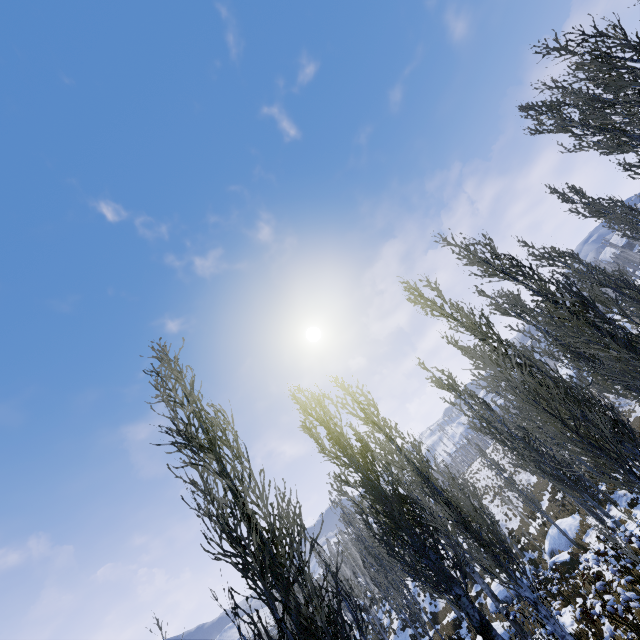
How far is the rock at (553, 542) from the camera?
16.19m

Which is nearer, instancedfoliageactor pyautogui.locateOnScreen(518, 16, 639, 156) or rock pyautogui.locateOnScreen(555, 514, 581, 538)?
instancedfoliageactor pyautogui.locateOnScreen(518, 16, 639, 156)

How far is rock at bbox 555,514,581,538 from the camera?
19.14m

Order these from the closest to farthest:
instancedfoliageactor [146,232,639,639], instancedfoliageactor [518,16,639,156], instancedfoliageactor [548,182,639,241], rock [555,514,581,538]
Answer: instancedfoliageactor [146,232,639,639] < instancedfoliageactor [518,16,639,156] < instancedfoliageactor [548,182,639,241] < rock [555,514,581,538]

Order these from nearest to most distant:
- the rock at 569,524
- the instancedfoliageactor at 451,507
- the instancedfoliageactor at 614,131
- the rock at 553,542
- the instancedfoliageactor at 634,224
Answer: the instancedfoliageactor at 451,507 → the instancedfoliageactor at 614,131 → the instancedfoliageactor at 634,224 → the rock at 553,542 → the rock at 569,524

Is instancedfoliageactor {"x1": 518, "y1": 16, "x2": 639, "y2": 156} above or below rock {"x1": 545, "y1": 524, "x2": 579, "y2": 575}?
above

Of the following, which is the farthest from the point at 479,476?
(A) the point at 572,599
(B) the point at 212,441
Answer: (B) the point at 212,441

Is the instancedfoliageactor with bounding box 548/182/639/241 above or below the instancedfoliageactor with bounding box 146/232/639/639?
above
